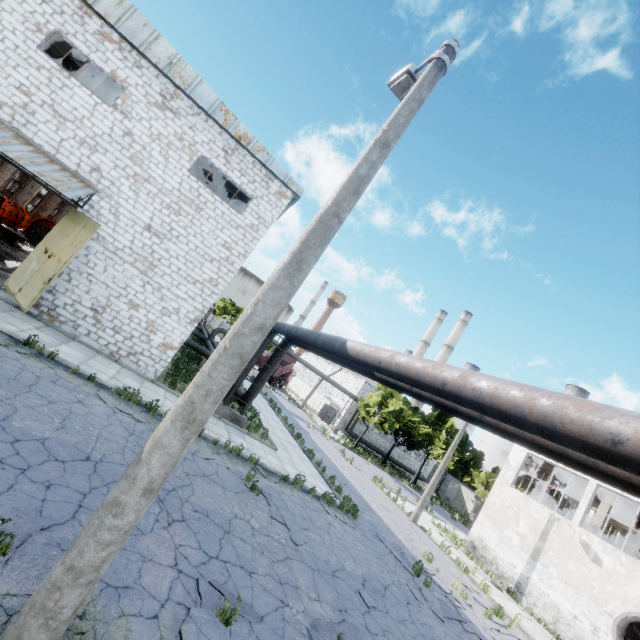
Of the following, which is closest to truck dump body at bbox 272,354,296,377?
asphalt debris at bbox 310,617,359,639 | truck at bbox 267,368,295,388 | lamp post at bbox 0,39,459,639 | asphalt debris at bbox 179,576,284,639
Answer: truck at bbox 267,368,295,388

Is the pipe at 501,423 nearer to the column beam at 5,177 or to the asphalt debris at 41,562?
the asphalt debris at 41,562

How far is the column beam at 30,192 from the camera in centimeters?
2950cm

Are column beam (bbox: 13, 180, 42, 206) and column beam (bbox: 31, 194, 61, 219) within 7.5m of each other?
yes

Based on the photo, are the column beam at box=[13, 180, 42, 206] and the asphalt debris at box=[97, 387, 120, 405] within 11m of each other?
no

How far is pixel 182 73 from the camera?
13.66m

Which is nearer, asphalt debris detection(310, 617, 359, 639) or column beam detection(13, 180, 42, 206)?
asphalt debris detection(310, 617, 359, 639)

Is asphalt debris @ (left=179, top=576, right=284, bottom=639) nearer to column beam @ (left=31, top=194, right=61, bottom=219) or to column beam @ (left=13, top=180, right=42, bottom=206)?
column beam @ (left=13, top=180, right=42, bottom=206)
